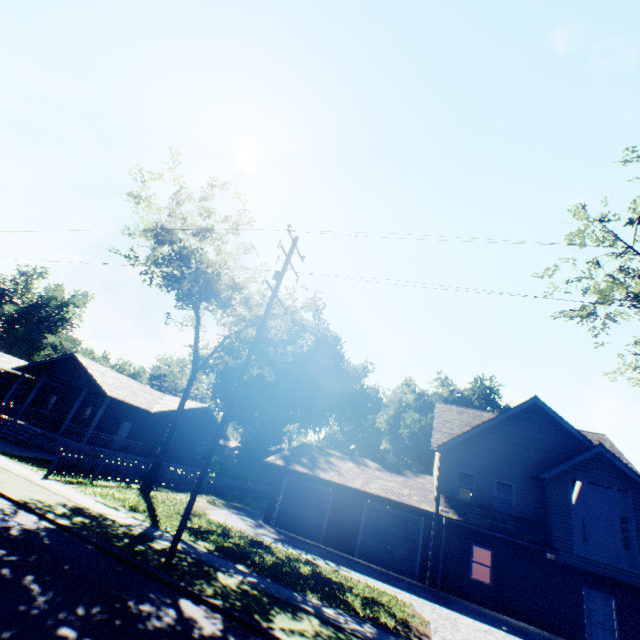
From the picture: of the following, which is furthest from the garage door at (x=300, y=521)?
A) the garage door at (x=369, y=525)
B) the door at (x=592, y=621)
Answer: the door at (x=592, y=621)

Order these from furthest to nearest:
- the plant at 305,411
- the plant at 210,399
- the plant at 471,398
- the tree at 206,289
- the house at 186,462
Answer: the plant at 471,398 < the plant at 305,411 < the plant at 210,399 < the house at 186,462 < the tree at 206,289

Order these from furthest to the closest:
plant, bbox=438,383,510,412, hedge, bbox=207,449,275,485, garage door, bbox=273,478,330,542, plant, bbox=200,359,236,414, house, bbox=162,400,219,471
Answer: plant, bbox=438,383,510,412 → plant, bbox=200,359,236,414 → hedge, bbox=207,449,275,485 → house, bbox=162,400,219,471 → garage door, bbox=273,478,330,542

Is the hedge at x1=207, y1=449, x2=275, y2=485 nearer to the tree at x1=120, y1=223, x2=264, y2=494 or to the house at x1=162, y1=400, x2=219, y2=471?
the house at x1=162, y1=400, x2=219, y2=471

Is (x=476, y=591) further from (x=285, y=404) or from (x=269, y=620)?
(x=285, y=404)

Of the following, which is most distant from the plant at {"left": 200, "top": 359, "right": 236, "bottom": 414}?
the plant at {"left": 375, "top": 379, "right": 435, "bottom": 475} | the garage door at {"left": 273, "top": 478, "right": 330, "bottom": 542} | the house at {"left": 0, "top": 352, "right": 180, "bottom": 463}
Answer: the garage door at {"left": 273, "top": 478, "right": 330, "bottom": 542}

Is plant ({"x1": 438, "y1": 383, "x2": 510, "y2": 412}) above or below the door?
above

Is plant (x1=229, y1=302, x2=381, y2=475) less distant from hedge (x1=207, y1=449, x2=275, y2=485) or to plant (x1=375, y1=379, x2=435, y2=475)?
plant (x1=375, y1=379, x2=435, y2=475)
